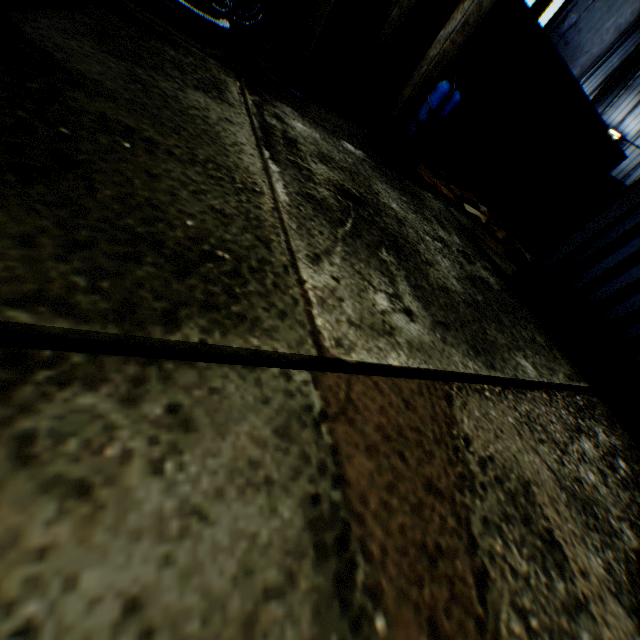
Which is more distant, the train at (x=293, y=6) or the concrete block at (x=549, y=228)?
the concrete block at (x=549, y=228)

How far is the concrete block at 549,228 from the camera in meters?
12.8 m

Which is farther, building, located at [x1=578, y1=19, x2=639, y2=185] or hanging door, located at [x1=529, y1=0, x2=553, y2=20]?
building, located at [x1=578, y1=19, x2=639, y2=185]

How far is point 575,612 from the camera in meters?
1.5 m

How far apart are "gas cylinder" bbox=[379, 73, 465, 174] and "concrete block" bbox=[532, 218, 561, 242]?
10.16m

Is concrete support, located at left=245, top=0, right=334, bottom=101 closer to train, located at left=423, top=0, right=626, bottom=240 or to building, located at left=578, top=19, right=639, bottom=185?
train, located at left=423, top=0, right=626, bottom=240

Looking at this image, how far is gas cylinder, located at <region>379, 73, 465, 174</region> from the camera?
5.1m

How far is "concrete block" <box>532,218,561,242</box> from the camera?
12.84m
